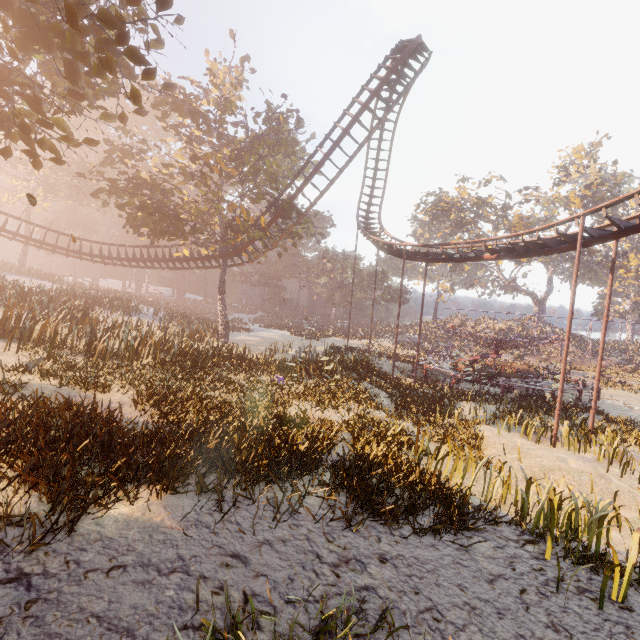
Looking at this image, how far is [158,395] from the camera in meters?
8.6

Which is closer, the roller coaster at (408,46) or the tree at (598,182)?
the roller coaster at (408,46)

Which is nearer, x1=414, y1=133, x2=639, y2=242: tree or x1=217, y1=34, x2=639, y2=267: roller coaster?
x1=217, y1=34, x2=639, y2=267: roller coaster
